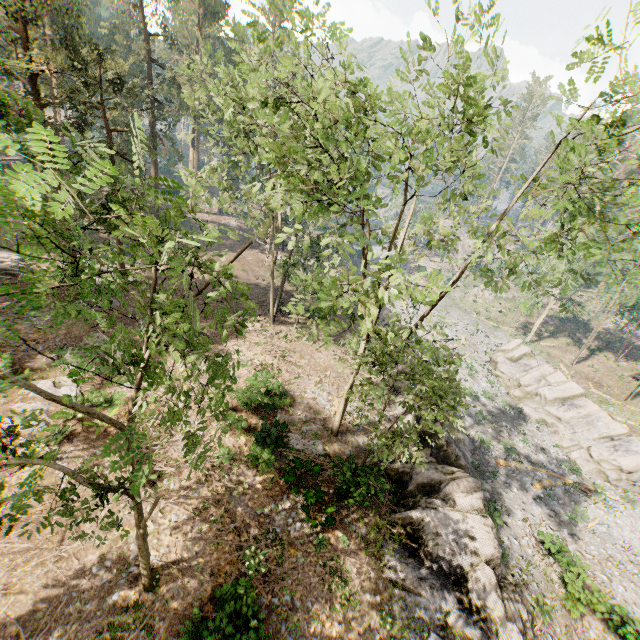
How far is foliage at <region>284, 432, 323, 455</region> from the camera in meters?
17.4

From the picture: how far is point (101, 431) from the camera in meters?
15.7 m

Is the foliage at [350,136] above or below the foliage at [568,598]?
above

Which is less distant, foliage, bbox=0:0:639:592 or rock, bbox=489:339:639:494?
foliage, bbox=0:0:639:592

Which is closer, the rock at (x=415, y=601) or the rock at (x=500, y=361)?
the rock at (x=415, y=601)
